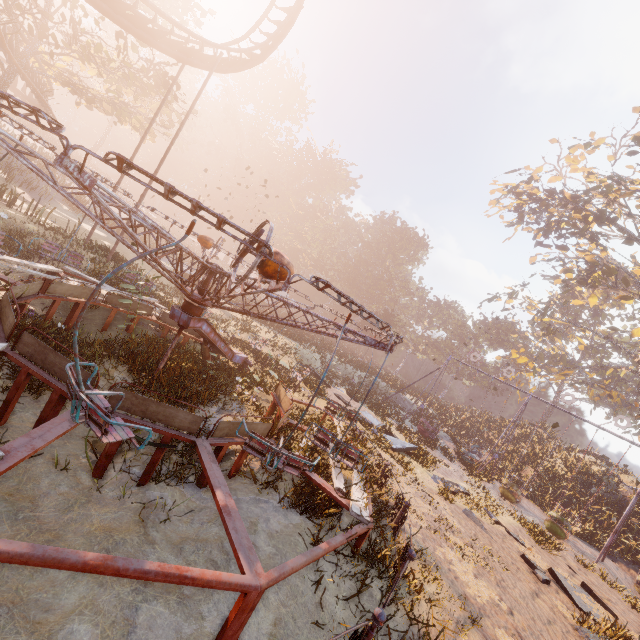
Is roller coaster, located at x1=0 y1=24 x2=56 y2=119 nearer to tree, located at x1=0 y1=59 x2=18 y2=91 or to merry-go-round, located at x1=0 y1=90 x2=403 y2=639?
tree, located at x1=0 y1=59 x2=18 y2=91

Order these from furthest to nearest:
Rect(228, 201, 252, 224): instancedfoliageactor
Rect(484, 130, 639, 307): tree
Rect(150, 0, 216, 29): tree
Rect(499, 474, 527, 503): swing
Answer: Rect(228, 201, 252, 224): instancedfoliageactor < Rect(484, 130, 639, 307): tree < Rect(150, 0, 216, 29): tree < Rect(499, 474, 527, 503): swing

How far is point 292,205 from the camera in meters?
59.9 m

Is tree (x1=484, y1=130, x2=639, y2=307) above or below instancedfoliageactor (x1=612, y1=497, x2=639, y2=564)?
above

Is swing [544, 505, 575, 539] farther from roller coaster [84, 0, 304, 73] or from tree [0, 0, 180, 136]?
A: tree [0, 0, 180, 136]

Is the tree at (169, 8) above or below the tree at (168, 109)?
above

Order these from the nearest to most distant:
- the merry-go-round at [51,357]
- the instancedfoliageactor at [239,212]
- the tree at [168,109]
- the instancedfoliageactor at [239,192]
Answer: the merry-go-round at [51,357], the tree at [168,109], the instancedfoliageactor at [239,192], the instancedfoliageactor at [239,212]

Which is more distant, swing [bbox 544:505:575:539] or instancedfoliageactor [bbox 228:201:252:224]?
instancedfoliageactor [bbox 228:201:252:224]
